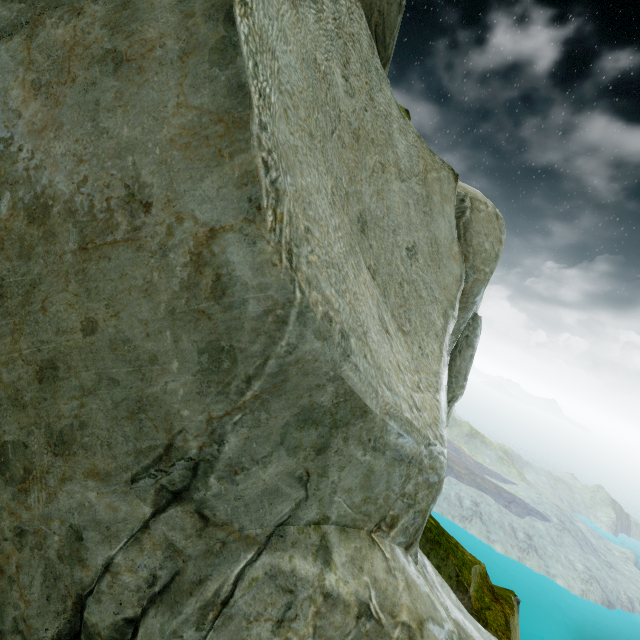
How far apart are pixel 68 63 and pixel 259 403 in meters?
1.5
